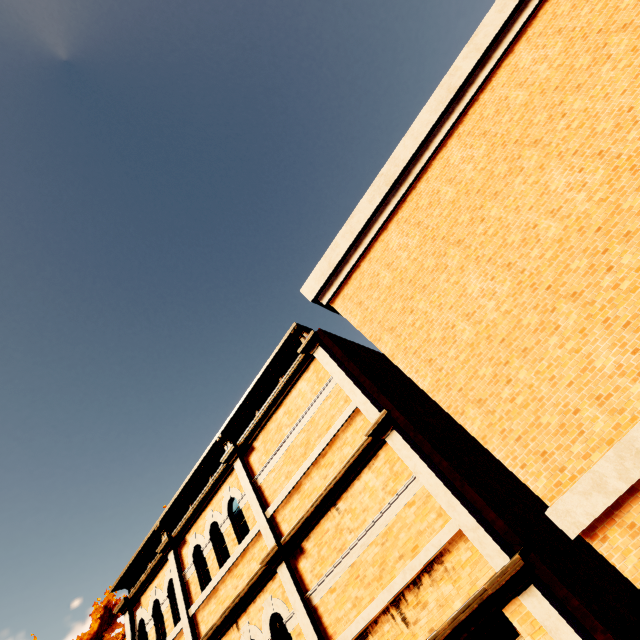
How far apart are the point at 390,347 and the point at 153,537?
10.11m

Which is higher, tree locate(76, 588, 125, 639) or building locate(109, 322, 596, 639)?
tree locate(76, 588, 125, 639)

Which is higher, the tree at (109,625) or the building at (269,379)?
the tree at (109,625)

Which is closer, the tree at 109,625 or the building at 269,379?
the building at 269,379

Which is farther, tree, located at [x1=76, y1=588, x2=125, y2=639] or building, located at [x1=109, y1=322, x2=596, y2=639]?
tree, located at [x1=76, y1=588, x2=125, y2=639]
